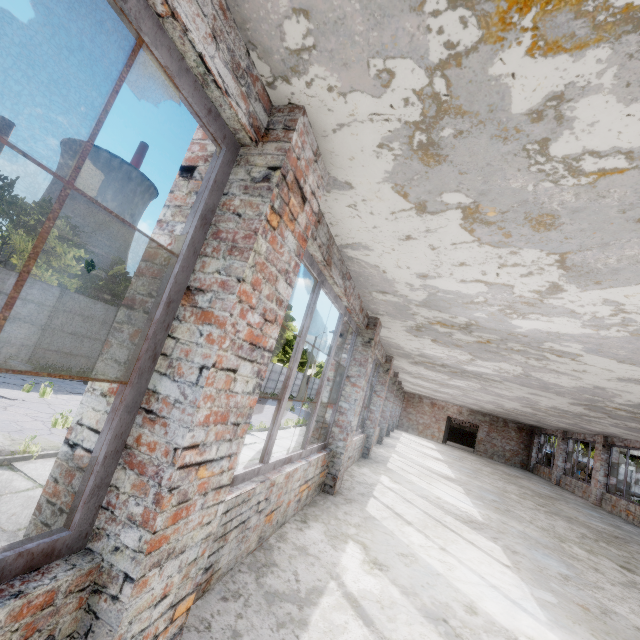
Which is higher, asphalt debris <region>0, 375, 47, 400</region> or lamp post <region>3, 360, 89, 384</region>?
lamp post <region>3, 360, 89, 384</region>

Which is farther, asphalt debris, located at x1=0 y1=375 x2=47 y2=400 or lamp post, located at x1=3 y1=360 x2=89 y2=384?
lamp post, located at x1=3 y1=360 x2=89 y2=384

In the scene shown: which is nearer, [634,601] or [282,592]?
[282,592]

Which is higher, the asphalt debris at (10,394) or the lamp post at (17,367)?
the lamp post at (17,367)

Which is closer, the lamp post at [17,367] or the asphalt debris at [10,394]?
the asphalt debris at [10,394]
